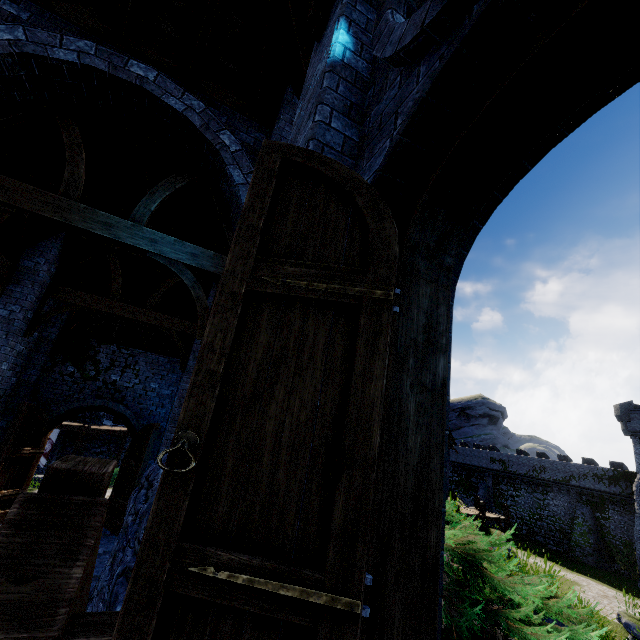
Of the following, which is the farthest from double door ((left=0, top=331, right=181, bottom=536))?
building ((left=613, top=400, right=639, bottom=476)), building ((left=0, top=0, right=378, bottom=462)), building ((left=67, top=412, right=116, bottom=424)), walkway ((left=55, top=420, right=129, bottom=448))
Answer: building ((left=613, top=400, right=639, bottom=476))

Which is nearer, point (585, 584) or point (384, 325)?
point (384, 325)

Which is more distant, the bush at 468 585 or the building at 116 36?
the building at 116 36

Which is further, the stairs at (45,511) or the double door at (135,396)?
the double door at (135,396)

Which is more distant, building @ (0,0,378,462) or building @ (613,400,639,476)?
building @ (613,400,639,476)

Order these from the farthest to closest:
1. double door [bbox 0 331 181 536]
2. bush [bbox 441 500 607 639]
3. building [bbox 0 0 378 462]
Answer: double door [bbox 0 331 181 536]
building [bbox 0 0 378 462]
bush [bbox 441 500 607 639]

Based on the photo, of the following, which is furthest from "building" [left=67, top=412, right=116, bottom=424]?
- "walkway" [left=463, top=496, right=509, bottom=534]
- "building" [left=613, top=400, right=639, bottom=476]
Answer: "building" [left=613, top=400, right=639, bottom=476]

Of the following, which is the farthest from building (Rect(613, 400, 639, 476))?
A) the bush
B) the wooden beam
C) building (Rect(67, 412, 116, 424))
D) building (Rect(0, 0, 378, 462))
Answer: building (Rect(67, 412, 116, 424))
